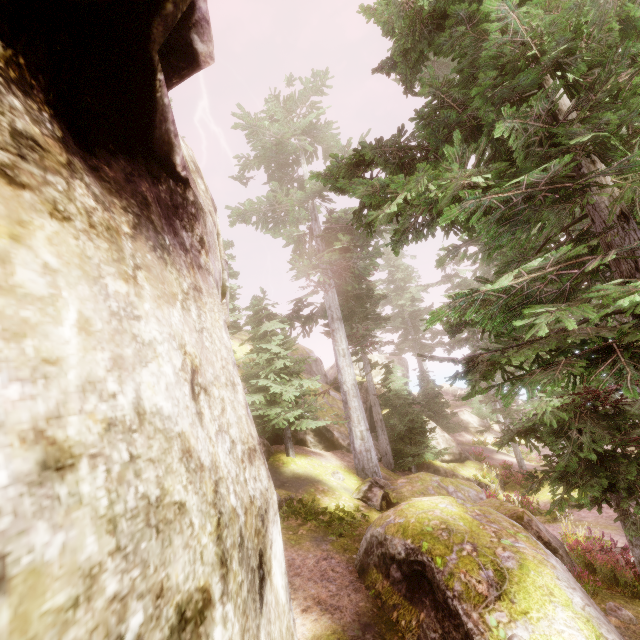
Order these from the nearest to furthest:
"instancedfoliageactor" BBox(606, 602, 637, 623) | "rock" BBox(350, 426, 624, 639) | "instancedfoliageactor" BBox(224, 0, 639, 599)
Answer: "instancedfoliageactor" BBox(224, 0, 639, 599) → "rock" BBox(350, 426, 624, 639) → "instancedfoliageactor" BBox(606, 602, 637, 623)

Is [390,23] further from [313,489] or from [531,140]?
[313,489]

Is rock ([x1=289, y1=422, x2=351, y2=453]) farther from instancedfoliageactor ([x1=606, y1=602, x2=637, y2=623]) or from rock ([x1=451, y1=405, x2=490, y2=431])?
rock ([x1=451, y1=405, x2=490, y2=431])

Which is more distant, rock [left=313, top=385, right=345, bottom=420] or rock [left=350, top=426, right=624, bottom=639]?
rock [left=313, top=385, right=345, bottom=420]

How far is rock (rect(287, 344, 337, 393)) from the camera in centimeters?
2308cm

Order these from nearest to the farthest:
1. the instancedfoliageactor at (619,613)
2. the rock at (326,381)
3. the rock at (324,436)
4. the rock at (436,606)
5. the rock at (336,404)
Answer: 1. the rock at (436,606)
2. the instancedfoliageactor at (619,613)
3. the rock at (324,436)
4. the rock at (336,404)
5. the rock at (326,381)

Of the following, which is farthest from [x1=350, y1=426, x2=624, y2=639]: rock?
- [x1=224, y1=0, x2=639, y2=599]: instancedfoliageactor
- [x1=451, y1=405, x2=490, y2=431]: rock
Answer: [x1=451, y1=405, x2=490, y2=431]: rock

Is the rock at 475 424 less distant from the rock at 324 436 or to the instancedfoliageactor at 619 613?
the instancedfoliageactor at 619 613
